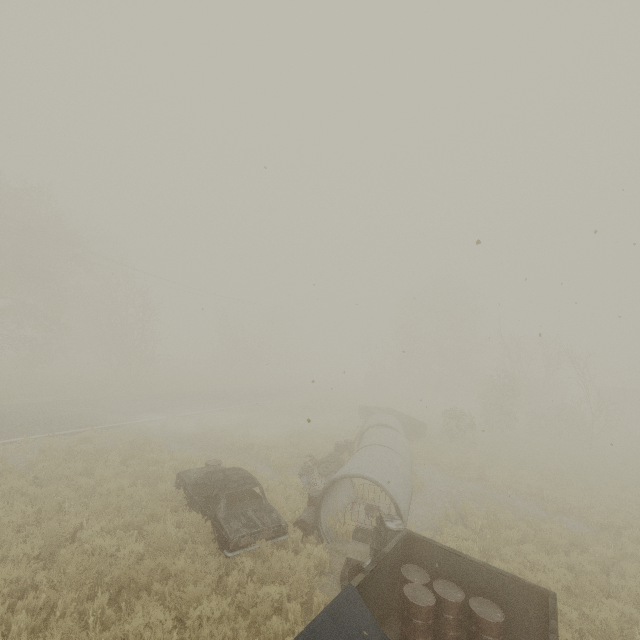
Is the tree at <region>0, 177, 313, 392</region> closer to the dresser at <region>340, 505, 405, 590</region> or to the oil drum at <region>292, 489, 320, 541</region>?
the oil drum at <region>292, 489, 320, 541</region>

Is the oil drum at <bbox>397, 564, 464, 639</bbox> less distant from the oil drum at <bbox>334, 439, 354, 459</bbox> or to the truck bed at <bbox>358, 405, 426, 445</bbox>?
the oil drum at <bbox>334, 439, 354, 459</bbox>

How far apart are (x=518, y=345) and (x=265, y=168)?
30.3 meters

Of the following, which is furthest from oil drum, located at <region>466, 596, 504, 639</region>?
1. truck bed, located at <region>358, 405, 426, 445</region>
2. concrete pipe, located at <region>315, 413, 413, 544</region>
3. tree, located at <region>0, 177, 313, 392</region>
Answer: tree, located at <region>0, 177, 313, 392</region>

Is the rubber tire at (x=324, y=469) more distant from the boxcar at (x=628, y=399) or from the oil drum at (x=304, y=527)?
the boxcar at (x=628, y=399)

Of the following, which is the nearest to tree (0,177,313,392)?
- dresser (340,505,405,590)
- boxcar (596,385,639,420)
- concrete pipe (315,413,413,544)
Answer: concrete pipe (315,413,413,544)

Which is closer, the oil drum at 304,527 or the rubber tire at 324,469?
the oil drum at 304,527

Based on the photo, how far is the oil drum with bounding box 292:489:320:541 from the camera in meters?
8.8
